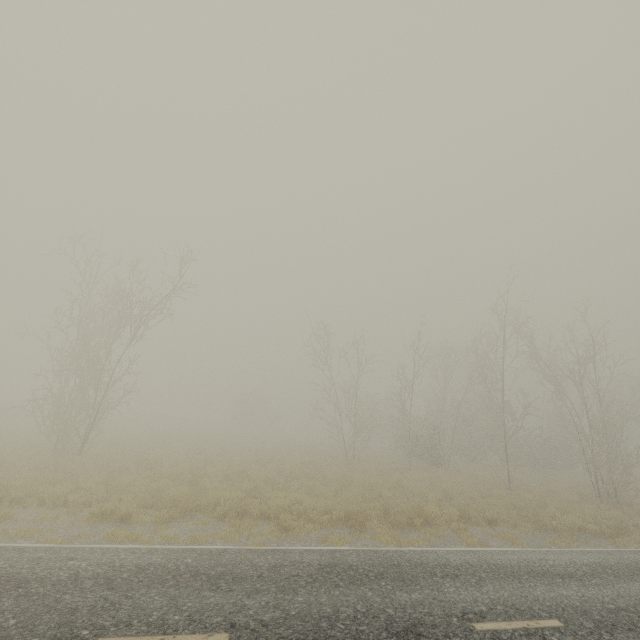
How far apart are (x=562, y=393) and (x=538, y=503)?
8.5m

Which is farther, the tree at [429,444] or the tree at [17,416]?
the tree at [429,444]

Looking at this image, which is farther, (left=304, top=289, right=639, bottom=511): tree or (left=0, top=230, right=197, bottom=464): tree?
(left=304, top=289, right=639, bottom=511): tree
